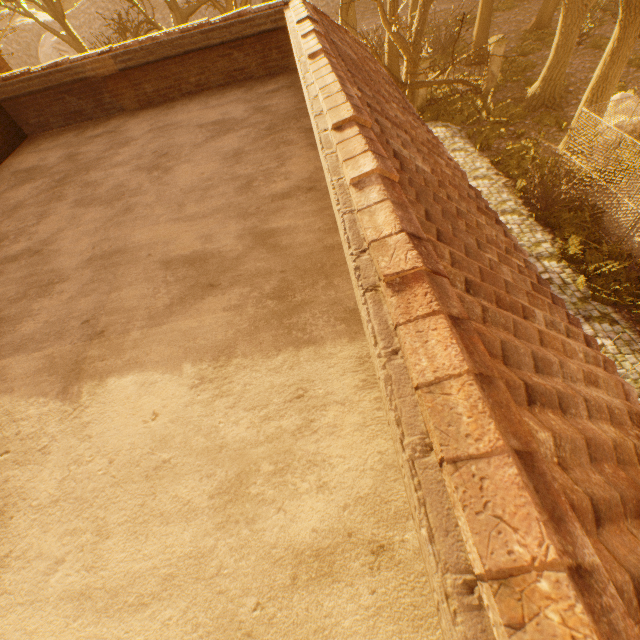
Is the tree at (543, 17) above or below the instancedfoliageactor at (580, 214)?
above

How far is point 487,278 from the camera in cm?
222

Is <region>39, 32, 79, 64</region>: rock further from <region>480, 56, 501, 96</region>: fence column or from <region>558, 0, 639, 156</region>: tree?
<region>480, 56, 501, 96</region>: fence column

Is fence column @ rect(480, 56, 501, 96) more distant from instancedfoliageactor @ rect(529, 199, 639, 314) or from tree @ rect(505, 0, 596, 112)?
instancedfoliageactor @ rect(529, 199, 639, 314)

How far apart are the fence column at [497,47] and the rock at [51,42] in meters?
37.7

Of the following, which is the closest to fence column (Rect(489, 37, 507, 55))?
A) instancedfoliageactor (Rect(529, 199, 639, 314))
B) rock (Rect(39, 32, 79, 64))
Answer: instancedfoliageactor (Rect(529, 199, 639, 314))

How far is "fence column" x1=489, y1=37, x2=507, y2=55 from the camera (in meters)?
16.72
